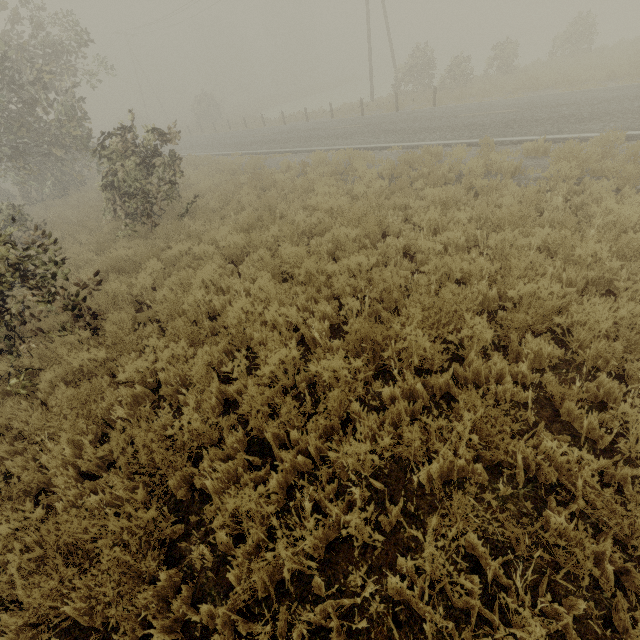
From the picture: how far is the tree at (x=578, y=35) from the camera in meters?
20.4 m

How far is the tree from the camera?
20.38m

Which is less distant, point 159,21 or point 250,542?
point 250,542
